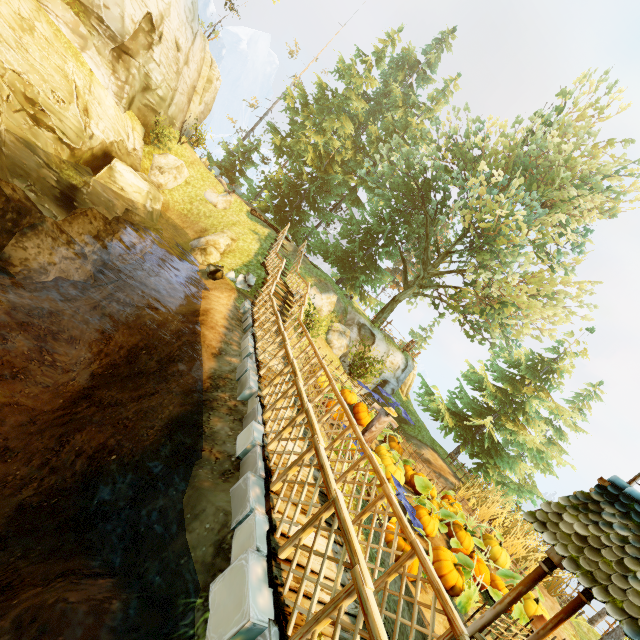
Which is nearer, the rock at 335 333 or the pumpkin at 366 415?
the pumpkin at 366 415

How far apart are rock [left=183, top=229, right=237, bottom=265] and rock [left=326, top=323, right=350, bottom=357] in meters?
6.8

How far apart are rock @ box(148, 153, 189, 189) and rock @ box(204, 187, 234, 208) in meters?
1.2

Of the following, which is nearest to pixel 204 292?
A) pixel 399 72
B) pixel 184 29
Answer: pixel 184 29

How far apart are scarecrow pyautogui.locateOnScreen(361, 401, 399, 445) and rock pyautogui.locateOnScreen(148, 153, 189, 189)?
16.7m

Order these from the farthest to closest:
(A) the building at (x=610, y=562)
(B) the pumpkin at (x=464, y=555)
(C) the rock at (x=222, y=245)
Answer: (C) the rock at (x=222, y=245), (B) the pumpkin at (x=464, y=555), (A) the building at (x=610, y=562)

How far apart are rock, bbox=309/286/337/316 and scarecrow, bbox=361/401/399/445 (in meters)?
8.00

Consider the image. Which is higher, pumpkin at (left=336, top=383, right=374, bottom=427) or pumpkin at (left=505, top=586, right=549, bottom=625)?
pumpkin at (left=505, top=586, right=549, bottom=625)
